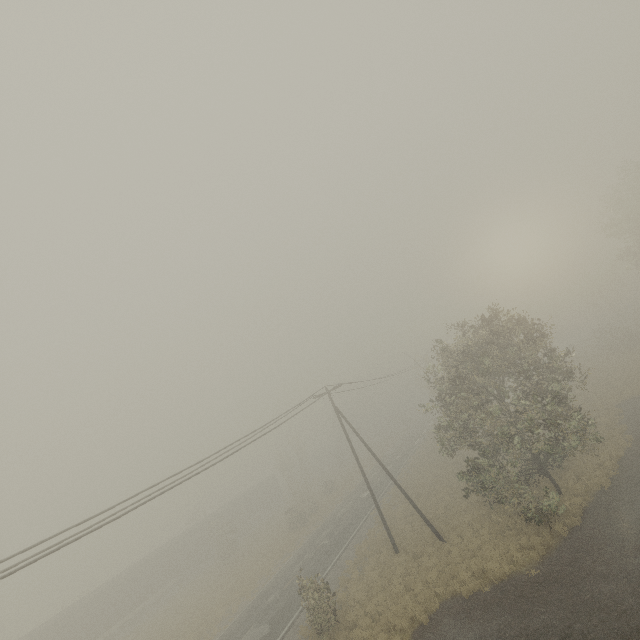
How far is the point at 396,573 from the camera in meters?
19.4 m
